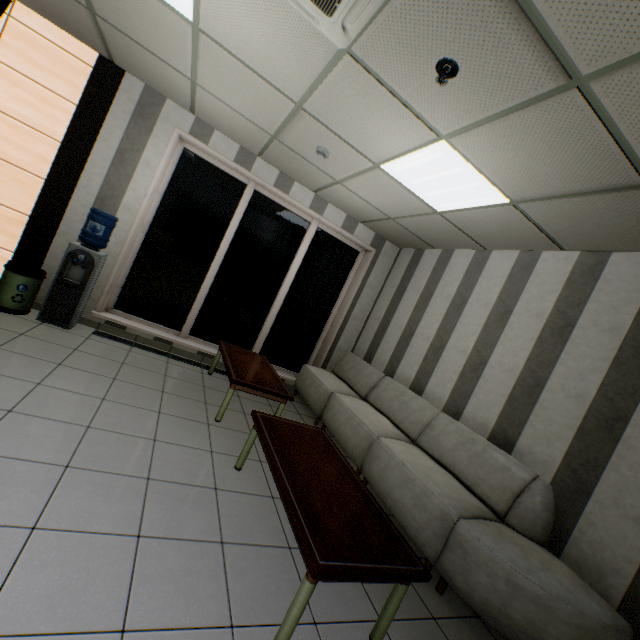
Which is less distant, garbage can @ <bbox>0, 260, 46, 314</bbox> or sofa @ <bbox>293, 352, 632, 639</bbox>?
sofa @ <bbox>293, 352, 632, 639</bbox>

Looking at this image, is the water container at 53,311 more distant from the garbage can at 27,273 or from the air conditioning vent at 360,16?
the air conditioning vent at 360,16

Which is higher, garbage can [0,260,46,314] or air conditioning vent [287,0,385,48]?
air conditioning vent [287,0,385,48]

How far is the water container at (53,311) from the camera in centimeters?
391cm

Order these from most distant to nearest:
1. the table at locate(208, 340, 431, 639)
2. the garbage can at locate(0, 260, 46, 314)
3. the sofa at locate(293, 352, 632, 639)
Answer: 1. the garbage can at locate(0, 260, 46, 314)
2. the sofa at locate(293, 352, 632, 639)
3. the table at locate(208, 340, 431, 639)

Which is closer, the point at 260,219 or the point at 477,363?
the point at 477,363

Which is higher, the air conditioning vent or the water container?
the air conditioning vent

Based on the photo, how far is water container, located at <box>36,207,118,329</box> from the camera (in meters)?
3.91
